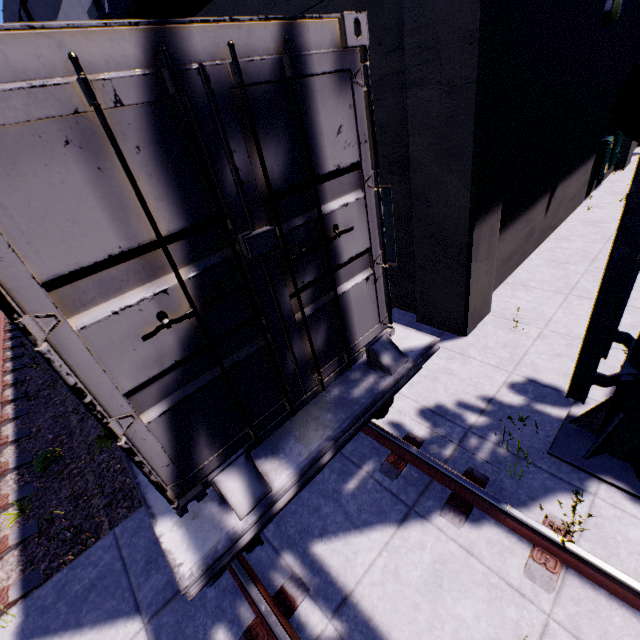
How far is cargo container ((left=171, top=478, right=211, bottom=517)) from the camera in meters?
2.2

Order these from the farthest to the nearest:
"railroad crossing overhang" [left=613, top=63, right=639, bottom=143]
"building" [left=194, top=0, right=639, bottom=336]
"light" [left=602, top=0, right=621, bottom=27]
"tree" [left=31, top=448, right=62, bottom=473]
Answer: "light" [left=602, top=0, right=621, bottom=27] < "tree" [left=31, top=448, right=62, bottom=473] < "building" [left=194, top=0, right=639, bottom=336] < "railroad crossing overhang" [left=613, top=63, right=639, bottom=143]

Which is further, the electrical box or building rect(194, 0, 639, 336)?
the electrical box

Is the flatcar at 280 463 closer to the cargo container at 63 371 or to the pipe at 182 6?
the cargo container at 63 371

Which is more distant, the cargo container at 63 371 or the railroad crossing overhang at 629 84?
the railroad crossing overhang at 629 84

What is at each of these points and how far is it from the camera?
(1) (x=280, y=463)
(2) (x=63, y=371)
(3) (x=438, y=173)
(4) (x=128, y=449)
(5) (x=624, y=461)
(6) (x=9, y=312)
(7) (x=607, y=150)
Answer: (1) flatcar, 2.5 meters
(2) cargo container, 1.5 meters
(3) building, 4.4 meters
(4) cargo container, 1.9 meters
(5) railroad crossing overhang, 3.3 meters
(6) cargo container, 1.4 meters
(7) electrical box, 8.7 meters

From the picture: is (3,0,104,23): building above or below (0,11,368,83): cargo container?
above

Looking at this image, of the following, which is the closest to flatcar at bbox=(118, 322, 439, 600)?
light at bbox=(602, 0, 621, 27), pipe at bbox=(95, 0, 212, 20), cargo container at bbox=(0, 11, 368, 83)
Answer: cargo container at bbox=(0, 11, 368, 83)
